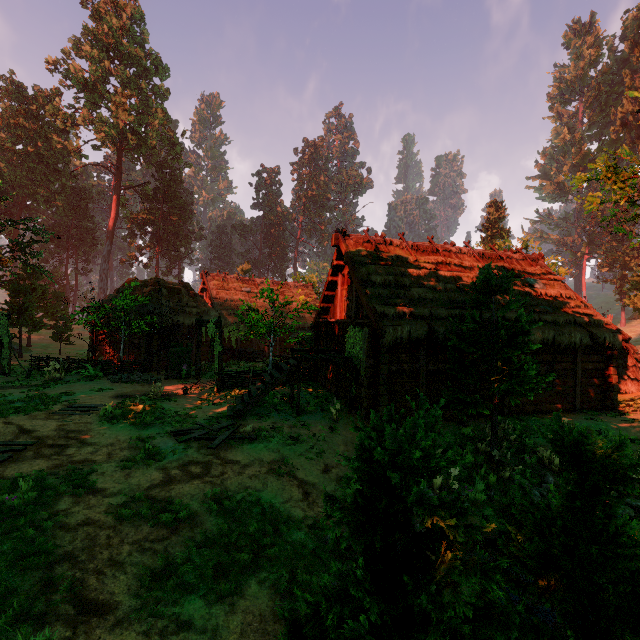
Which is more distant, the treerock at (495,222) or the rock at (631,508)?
the treerock at (495,222)

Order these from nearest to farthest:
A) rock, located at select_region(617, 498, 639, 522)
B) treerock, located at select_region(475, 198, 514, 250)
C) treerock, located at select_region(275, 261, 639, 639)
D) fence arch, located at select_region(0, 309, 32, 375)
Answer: treerock, located at select_region(275, 261, 639, 639), rock, located at select_region(617, 498, 639, 522), fence arch, located at select_region(0, 309, 32, 375), treerock, located at select_region(475, 198, 514, 250)

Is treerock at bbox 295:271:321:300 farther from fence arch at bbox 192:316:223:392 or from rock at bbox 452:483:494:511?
rock at bbox 452:483:494:511

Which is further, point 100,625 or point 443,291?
point 443,291

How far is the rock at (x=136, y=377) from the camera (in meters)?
17.16

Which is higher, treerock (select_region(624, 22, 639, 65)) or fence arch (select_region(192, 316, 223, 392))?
treerock (select_region(624, 22, 639, 65))

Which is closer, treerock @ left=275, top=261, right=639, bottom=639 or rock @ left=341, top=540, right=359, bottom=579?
treerock @ left=275, top=261, right=639, bottom=639

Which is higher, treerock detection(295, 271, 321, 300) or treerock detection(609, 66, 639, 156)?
treerock detection(609, 66, 639, 156)
